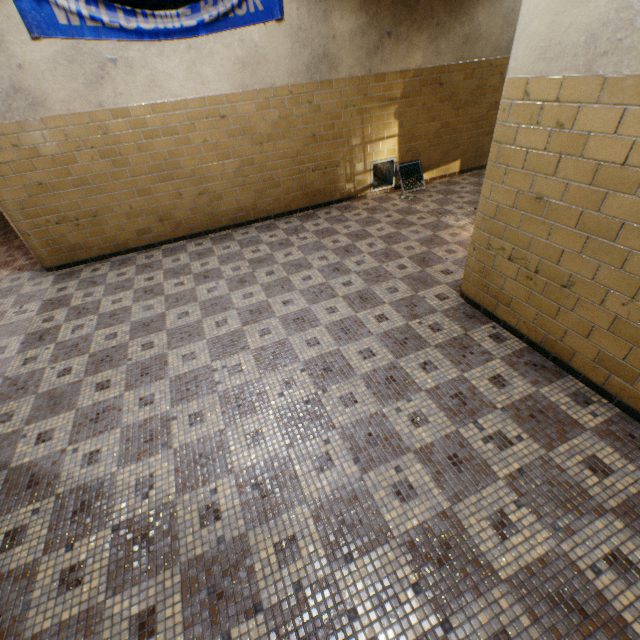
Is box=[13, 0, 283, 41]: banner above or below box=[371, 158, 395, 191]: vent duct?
above

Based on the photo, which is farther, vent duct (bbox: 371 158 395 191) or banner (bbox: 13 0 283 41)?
vent duct (bbox: 371 158 395 191)

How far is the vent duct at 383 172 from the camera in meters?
6.4 m

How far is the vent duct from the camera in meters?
6.4

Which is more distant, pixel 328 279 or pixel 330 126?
pixel 330 126

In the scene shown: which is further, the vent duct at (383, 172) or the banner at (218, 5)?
the vent duct at (383, 172)
